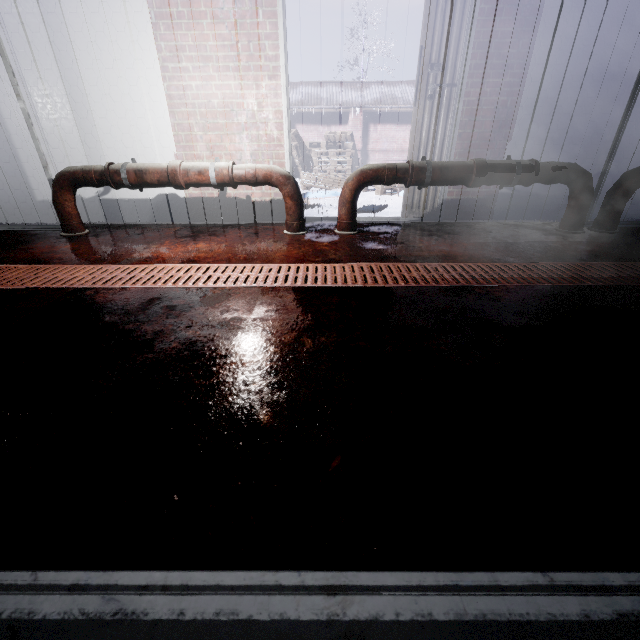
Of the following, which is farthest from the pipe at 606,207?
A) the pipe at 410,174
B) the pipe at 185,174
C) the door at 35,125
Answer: the door at 35,125

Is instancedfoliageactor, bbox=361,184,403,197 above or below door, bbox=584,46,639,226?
below

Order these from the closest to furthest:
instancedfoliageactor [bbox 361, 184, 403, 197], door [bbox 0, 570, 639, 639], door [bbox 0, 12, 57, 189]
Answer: door [bbox 0, 570, 639, 639] → door [bbox 0, 12, 57, 189] → instancedfoliageactor [bbox 361, 184, 403, 197]

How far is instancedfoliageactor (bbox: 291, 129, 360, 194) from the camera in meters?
7.3

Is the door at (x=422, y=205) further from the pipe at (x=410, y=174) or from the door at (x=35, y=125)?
the door at (x=35, y=125)

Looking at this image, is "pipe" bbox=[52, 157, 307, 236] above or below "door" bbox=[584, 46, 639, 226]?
below

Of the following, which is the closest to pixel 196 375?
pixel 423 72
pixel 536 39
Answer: pixel 423 72
